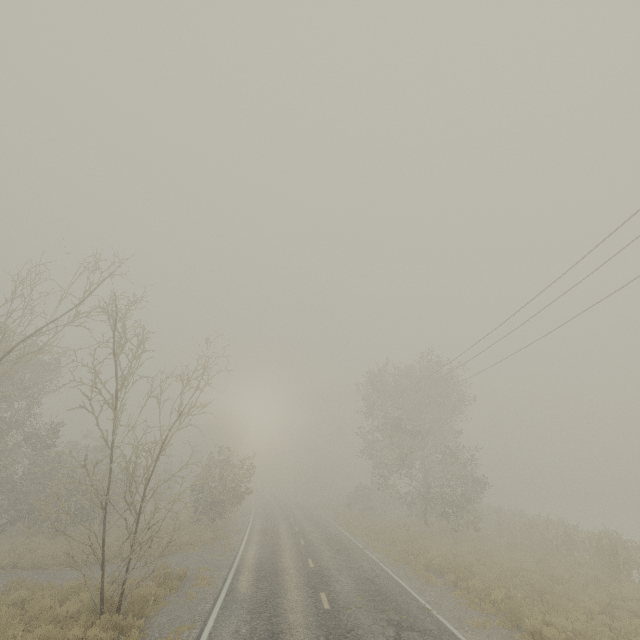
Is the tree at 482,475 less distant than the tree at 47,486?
No

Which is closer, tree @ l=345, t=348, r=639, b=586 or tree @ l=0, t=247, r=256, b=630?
tree @ l=0, t=247, r=256, b=630

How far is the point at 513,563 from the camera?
16.92m
